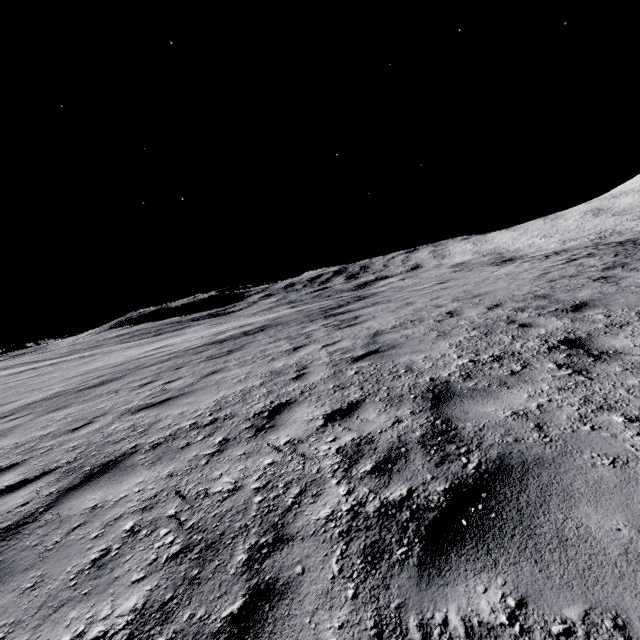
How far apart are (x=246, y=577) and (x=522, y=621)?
1.5m
